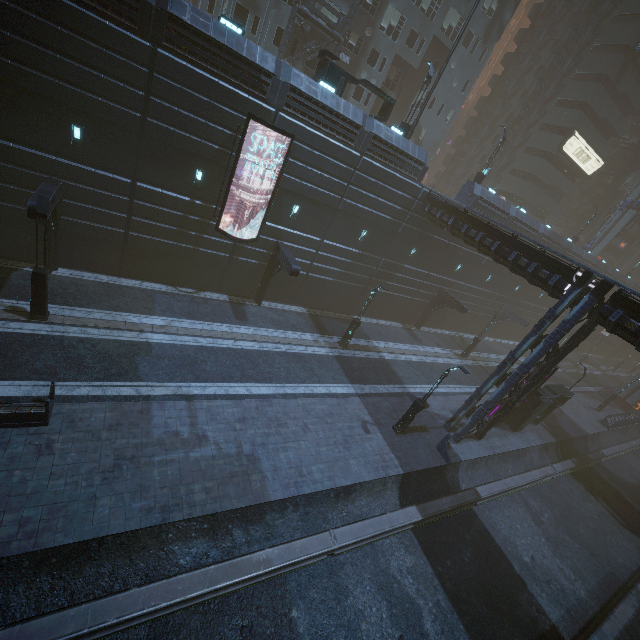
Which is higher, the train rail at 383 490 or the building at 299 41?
the building at 299 41

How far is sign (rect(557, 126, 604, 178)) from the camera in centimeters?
4119cm

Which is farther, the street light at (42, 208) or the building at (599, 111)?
the building at (599, 111)

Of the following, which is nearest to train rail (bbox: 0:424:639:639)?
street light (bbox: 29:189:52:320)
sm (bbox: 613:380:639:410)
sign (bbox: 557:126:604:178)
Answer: sm (bbox: 613:380:639:410)

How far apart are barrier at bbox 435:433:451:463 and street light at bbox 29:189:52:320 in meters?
21.1

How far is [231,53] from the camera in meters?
15.5 m

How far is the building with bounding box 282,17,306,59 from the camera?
25.5 meters

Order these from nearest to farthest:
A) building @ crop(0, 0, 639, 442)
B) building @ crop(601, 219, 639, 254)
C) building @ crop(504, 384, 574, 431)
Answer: building @ crop(0, 0, 639, 442) → building @ crop(504, 384, 574, 431) → building @ crop(601, 219, 639, 254)
